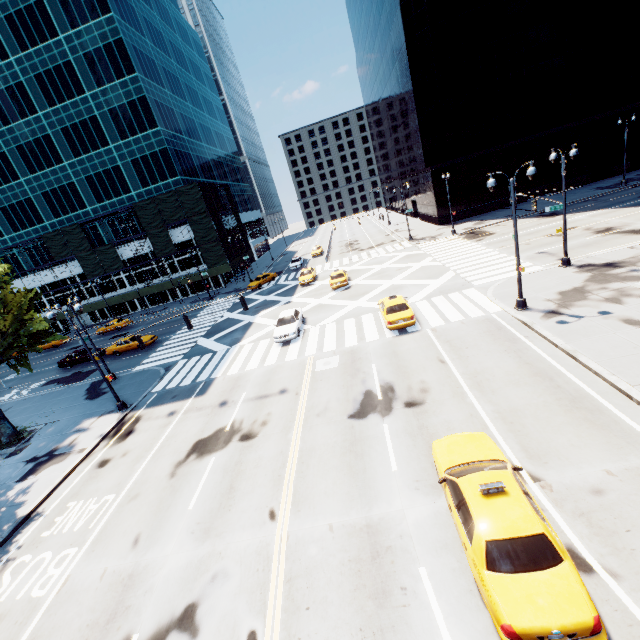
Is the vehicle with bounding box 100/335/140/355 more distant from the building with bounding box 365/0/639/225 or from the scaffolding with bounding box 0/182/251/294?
the building with bounding box 365/0/639/225

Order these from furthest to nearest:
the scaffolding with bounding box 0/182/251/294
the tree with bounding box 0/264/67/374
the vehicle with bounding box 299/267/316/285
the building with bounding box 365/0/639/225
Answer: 1. the scaffolding with bounding box 0/182/251/294
2. the building with bounding box 365/0/639/225
3. the vehicle with bounding box 299/267/316/285
4. the tree with bounding box 0/264/67/374

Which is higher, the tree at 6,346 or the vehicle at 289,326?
the tree at 6,346

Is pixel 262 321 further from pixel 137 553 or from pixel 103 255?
pixel 103 255

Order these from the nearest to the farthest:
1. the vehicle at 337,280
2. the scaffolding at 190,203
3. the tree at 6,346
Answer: the tree at 6,346
the vehicle at 337,280
the scaffolding at 190,203

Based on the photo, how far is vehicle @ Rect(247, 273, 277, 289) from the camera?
44.4m

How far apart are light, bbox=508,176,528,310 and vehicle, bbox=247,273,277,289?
32.8m

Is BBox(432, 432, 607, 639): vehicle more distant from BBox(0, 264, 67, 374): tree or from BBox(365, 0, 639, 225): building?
BBox(365, 0, 639, 225): building
